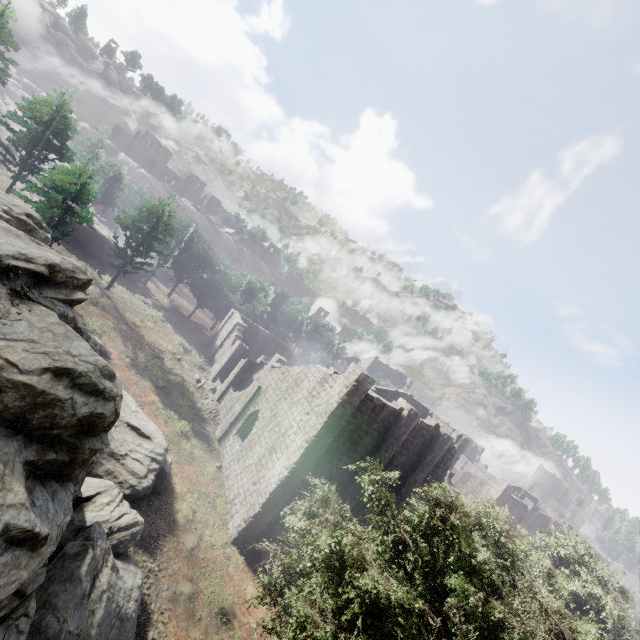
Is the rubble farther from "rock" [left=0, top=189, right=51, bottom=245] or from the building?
"rock" [left=0, top=189, right=51, bottom=245]

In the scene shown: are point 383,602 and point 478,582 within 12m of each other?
yes

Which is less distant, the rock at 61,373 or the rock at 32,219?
the rock at 61,373

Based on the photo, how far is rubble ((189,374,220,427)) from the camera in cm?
2922

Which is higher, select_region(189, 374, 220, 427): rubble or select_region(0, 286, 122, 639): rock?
select_region(0, 286, 122, 639): rock

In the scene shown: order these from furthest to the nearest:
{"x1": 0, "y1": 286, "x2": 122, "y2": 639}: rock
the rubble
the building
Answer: the rubble
the building
{"x1": 0, "y1": 286, "x2": 122, "y2": 639}: rock

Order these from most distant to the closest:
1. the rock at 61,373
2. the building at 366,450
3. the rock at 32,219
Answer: the building at 366,450 < the rock at 32,219 < the rock at 61,373

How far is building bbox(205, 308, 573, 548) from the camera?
18.9m
